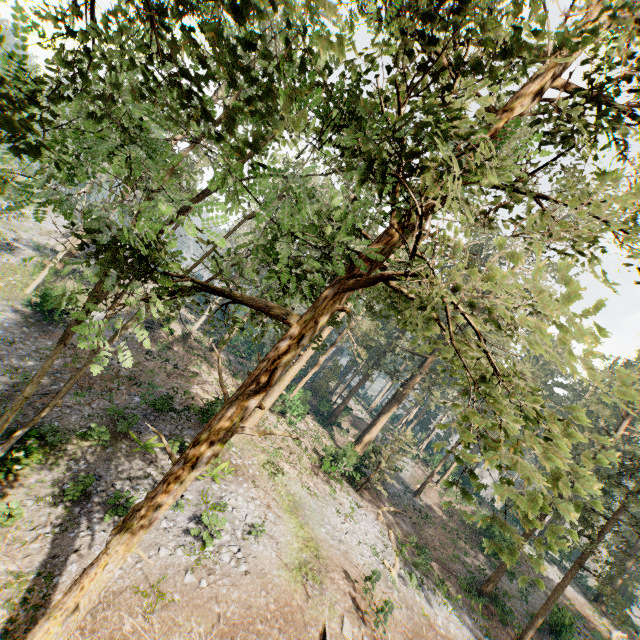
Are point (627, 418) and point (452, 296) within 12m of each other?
no
